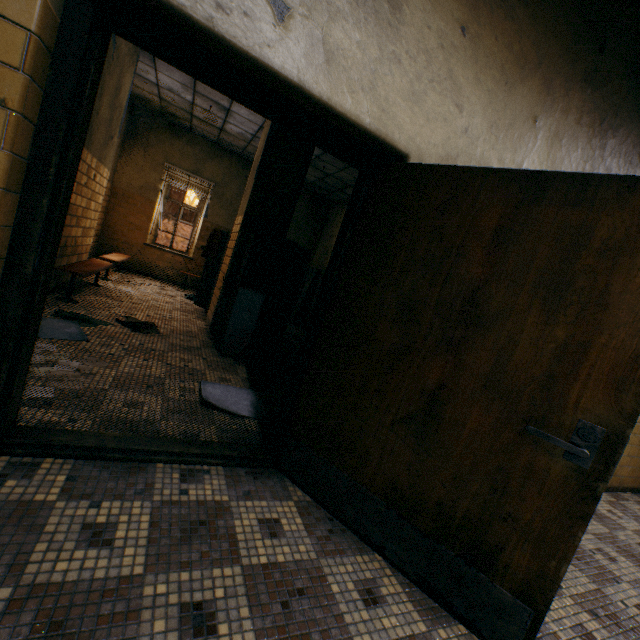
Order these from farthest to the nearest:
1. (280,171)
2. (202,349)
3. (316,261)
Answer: (316,261) < (280,171) < (202,349)

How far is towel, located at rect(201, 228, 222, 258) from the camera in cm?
638

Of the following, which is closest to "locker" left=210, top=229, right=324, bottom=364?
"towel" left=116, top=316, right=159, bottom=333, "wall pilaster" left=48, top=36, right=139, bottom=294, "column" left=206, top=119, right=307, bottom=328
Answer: "column" left=206, top=119, right=307, bottom=328

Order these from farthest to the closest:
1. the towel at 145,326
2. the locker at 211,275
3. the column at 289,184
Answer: the locker at 211,275, the column at 289,184, the towel at 145,326

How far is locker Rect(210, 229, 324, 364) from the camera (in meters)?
4.16

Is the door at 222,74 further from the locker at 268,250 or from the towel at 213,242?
the towel at 213,242

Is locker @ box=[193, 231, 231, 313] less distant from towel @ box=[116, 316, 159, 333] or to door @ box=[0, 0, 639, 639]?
towel @ box=[116, 316, 159, 333]

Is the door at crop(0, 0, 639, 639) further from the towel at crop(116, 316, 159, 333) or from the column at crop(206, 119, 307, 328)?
the column at crop(206, 119, 307, 328)
